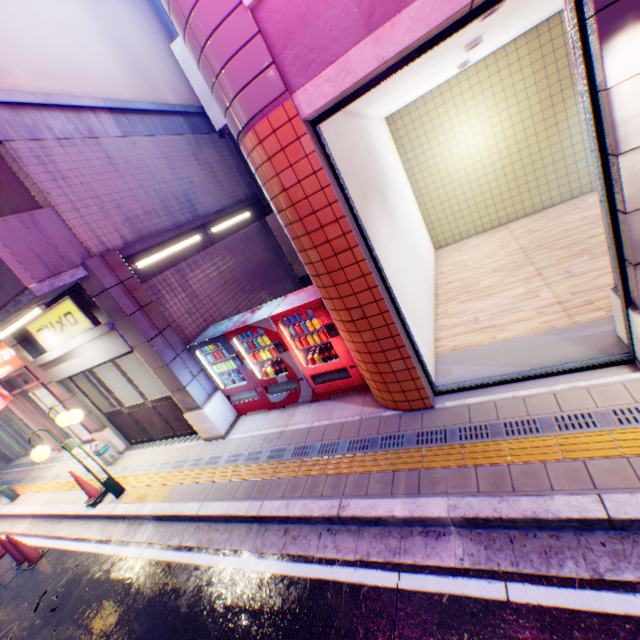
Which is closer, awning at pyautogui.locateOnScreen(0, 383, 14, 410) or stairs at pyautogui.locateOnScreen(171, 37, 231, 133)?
stairs at pyautogui.locateOnScreen(171, 37, 231, 133)

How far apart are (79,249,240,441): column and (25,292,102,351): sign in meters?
0.5 m

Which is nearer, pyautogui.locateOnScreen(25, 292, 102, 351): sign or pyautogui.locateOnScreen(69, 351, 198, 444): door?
pyautogui.locateOnScreen(25, 292, 102, 351): sign

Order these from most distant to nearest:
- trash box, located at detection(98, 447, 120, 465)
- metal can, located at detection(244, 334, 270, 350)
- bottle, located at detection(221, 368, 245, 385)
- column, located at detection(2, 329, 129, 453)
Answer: trash box, located at detection(98, 447, 120, 465) < column, located at detection(2, 329, 129, 453) < bottle, located at detection(221, 368, 245, 385) < metal can, located at detection(244, 334, 270, 350)

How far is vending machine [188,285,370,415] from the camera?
5.6m

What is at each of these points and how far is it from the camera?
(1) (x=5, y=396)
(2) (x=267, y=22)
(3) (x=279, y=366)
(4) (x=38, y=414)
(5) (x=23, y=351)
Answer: (1) awning, 9.9 meters
(2) balcony, 3.2 meters
(3) bottle, 6.5 meters
(4) door, 11.1 meters
(5) column, 7.8 meters

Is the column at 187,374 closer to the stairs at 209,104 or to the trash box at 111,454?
the trash box at 111,454

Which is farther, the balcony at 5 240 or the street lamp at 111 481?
the street lamp at 111 481
